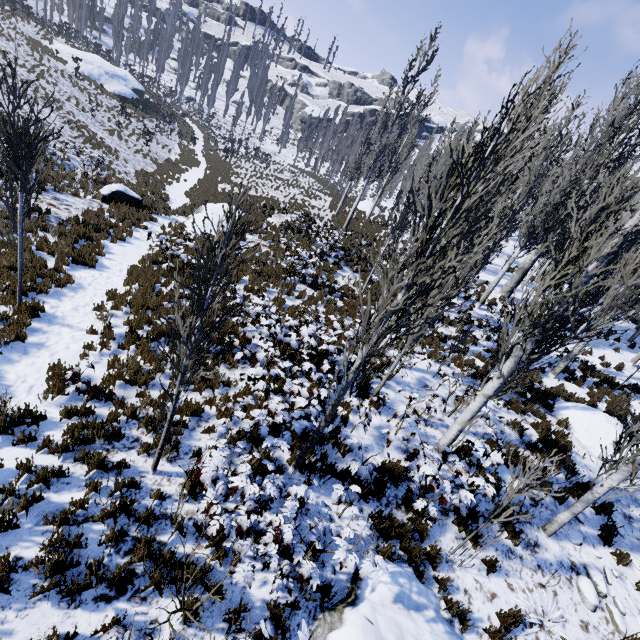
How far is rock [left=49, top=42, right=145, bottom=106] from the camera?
33.7m

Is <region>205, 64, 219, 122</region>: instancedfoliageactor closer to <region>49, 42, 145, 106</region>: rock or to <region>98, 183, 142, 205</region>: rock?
<region>49, 42, 145, 106</region>: rock

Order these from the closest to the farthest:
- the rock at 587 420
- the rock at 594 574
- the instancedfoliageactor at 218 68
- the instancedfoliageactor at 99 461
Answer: the instancedfoliageactor at 99 461 < the rock at 594 574 < the rock at 587 420 < the instancedfoliageactor at 218 68

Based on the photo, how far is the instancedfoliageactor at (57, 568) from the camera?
3.7m

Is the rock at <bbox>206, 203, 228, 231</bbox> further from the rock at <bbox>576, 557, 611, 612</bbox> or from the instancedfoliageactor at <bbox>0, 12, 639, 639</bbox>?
the rock at <bbox>576, 557, 611, 612</bbox>

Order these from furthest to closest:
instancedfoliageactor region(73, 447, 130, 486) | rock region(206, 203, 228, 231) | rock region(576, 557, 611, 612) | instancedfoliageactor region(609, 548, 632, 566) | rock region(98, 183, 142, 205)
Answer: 1. rock region(206, 203, 228, 231)
2. rock region(98, 183, 142, 205)
3. instancedfoliageactor region(609, 548, 632, 566)
4. rock region(576, 557, 611, 612)
5. instancedfoliageactor region(73, 447, 130, 486)

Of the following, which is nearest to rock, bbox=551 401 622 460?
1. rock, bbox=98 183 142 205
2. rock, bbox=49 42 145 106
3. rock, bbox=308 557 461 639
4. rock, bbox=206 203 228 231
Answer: rock, bbox=308 557 461 639

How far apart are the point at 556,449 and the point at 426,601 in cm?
312
